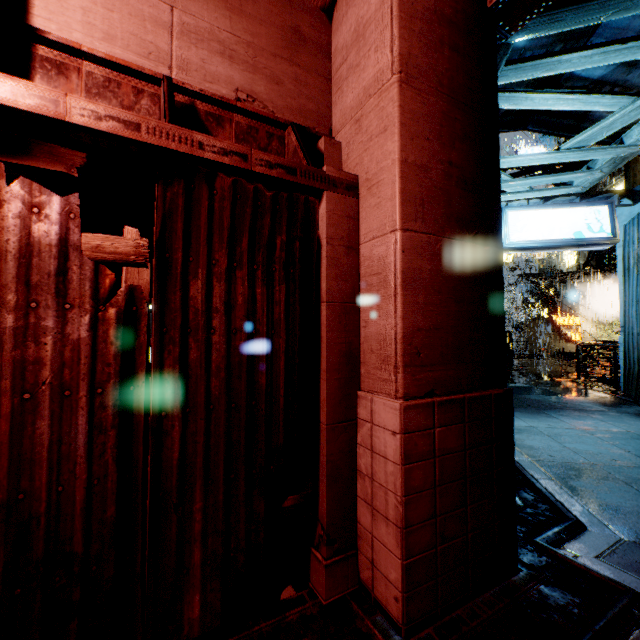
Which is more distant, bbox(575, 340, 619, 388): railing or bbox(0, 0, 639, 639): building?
bbox(575, 340, 619, 388): railing

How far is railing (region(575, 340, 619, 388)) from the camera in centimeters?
1121cm

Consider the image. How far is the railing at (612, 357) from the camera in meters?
11.2

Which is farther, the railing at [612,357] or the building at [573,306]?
the railing at [612,357]

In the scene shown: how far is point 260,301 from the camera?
2.2m
